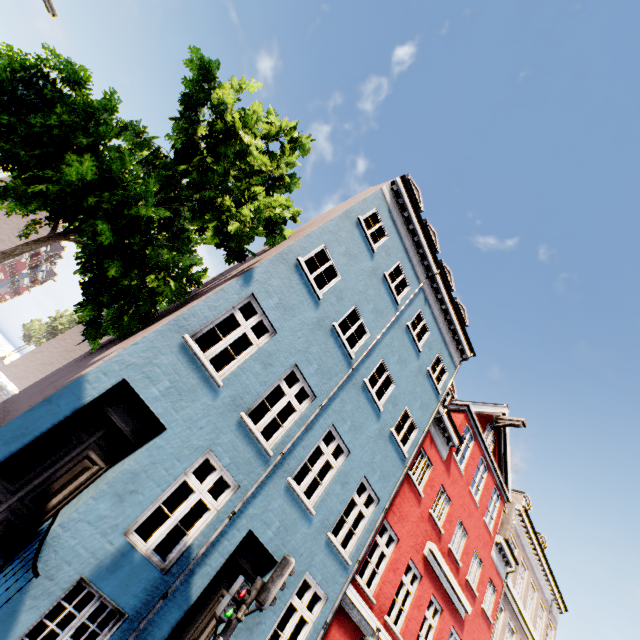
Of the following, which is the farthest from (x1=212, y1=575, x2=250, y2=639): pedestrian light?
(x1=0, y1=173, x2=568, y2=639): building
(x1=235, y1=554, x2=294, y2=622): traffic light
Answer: (x1=0, y1=173, x2=568, y2=639): building

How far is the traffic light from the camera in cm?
490

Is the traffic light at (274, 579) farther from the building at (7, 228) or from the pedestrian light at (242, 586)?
the building at (7, 228)

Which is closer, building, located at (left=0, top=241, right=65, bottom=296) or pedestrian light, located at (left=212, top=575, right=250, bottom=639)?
pedestrian light, located at (left=212, top=575, right=250, bottom=639)

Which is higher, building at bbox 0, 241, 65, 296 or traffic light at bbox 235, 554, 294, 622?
building at bbox 0, 241, 65, 296

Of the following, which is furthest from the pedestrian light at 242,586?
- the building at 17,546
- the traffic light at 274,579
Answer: the building at 17,546

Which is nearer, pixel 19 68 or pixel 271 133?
pixel 19 68
